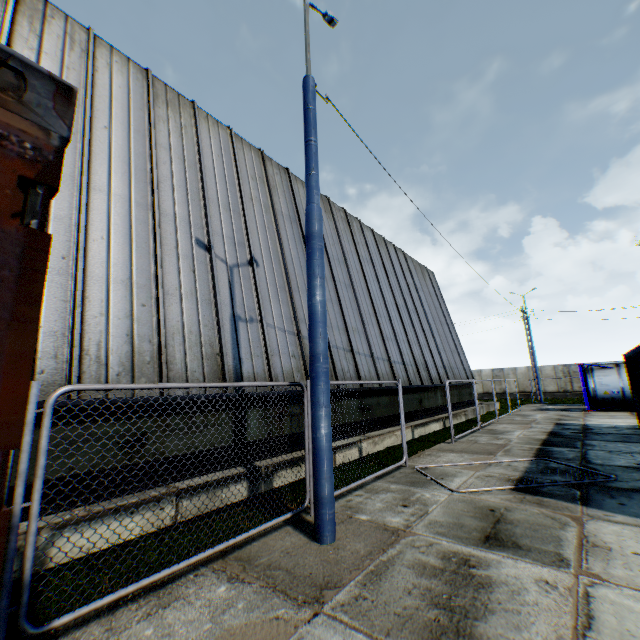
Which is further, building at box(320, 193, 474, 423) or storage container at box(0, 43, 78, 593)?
building at box(320, 193, 474, 423)

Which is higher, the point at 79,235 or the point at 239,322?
the point at 79,235

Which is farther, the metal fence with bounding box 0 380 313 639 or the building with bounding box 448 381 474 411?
the building with bounding box 448 381 474 411

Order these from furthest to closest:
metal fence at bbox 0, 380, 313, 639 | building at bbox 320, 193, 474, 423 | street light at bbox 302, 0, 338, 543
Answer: building at bbox 320, 193, 474, 423
street light at bbox 302, 0, 338, 543
metal fence at bbox 0, 380, 313, 639

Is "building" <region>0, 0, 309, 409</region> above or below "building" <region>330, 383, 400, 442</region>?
above

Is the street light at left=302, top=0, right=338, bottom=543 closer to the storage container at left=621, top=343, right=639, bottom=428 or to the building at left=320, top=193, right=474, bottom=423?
the building at left=320, top=193, right=474, bottom=423

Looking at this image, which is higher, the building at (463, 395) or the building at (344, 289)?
the building at (344, 289)

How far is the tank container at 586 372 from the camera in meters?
19.0 m
